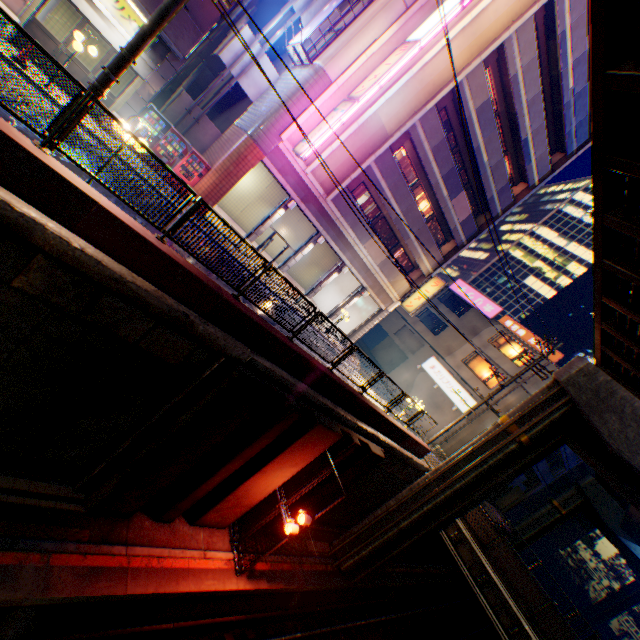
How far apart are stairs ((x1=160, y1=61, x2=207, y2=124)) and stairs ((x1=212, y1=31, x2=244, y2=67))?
0.57m

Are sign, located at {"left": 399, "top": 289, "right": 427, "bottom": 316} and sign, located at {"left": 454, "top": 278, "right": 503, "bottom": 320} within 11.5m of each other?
yes

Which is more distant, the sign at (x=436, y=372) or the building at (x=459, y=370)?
the building at (x=459, y=370)

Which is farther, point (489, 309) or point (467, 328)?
point (467, 328)

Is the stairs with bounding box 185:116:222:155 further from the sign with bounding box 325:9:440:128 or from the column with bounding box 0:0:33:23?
the column with bounding box 0:0:33:23

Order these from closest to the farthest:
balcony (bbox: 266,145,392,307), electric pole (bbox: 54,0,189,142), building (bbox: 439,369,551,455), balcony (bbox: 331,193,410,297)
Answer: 1. electric pole (bbox: 54,0,189,142)
2. balcony (bbox: 266,145,392,307)
3. balcony (bbox: 331,193,410,297)
4. building (bbox: 439,369,551,455)

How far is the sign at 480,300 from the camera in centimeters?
3033cm

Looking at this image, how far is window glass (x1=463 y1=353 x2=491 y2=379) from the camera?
28.70m
